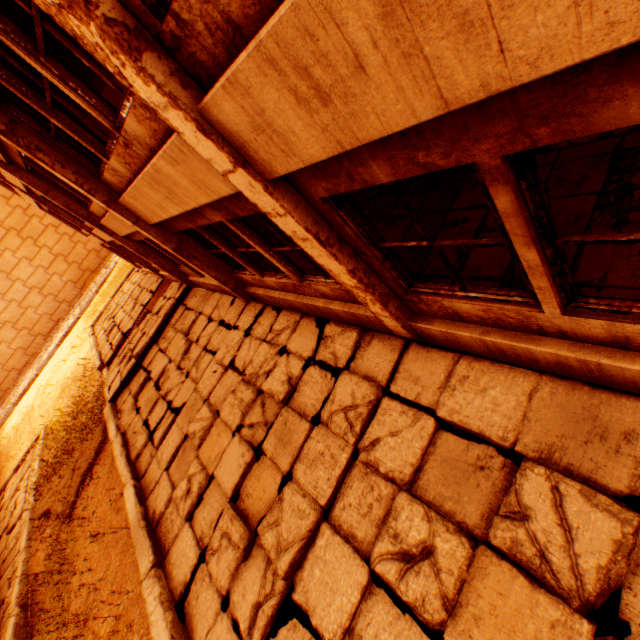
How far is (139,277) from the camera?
20.80m

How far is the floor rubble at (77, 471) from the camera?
10.16m

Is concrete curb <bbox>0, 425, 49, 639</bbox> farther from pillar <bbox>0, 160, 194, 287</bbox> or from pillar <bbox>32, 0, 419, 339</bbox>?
pillar <bbox>0, 160, 194, 287</bbox>

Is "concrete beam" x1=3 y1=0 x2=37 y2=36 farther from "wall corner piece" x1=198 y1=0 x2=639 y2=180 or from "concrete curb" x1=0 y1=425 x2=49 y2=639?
"concrete curb" x1=0 y1=425 x2=49 y2=639

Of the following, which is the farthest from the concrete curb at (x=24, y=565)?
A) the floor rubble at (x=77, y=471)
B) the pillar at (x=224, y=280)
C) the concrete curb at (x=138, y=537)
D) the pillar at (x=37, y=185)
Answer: the pillar at (x=37, y=185)

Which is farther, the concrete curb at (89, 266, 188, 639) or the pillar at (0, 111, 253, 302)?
the pillar at (0, 111, 253, 302)

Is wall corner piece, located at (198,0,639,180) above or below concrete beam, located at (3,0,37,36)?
below

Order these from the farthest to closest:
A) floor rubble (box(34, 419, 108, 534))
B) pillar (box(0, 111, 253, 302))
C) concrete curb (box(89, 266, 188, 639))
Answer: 1. floor rubble (box(34, 419, 108, 534))
2. pillar (box(0, 111, 253, 302))
3. concrete curb (box(89, 266, 188, 639))
